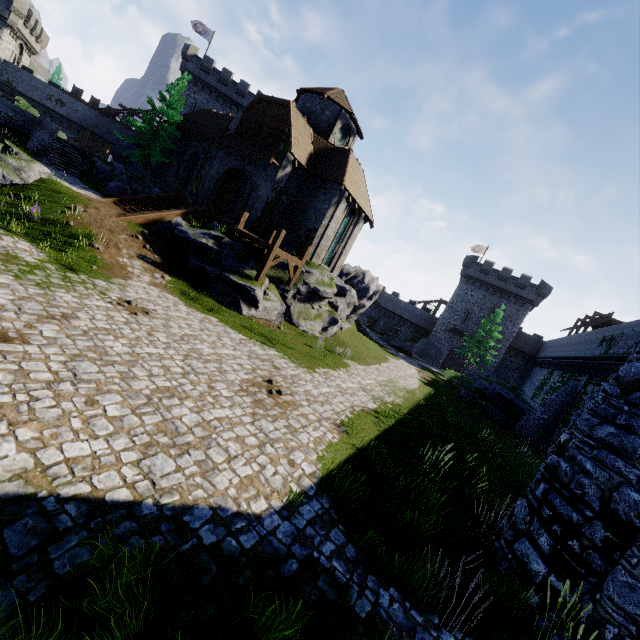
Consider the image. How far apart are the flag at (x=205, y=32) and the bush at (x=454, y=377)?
51.3 meters

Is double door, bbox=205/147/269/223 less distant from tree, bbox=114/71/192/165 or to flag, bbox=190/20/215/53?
tree, bbox=114/71/192/165

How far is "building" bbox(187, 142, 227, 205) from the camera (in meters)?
23.58

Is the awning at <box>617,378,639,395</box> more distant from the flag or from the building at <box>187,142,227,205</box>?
the flag

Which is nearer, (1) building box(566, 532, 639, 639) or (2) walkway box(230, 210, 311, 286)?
(1) building box(566, 532, 639, 639)

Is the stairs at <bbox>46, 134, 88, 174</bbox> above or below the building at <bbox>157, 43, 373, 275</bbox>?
below

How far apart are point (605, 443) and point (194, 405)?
8.81m

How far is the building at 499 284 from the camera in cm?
4422
